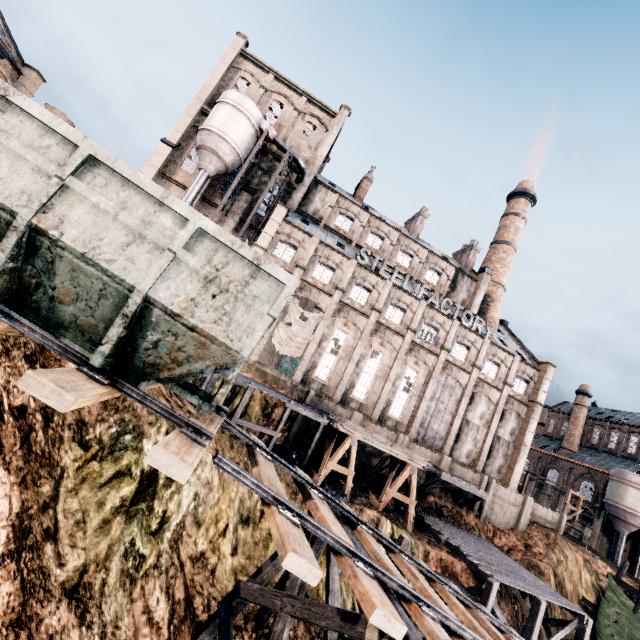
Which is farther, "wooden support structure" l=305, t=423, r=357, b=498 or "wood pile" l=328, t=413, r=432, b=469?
"wood pile" l=328, t=413, r=432, b=469

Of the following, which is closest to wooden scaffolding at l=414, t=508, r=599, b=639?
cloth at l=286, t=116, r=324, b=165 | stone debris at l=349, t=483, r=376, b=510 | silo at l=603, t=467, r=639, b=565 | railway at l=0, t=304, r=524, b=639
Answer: stone debris at l=349, t=483, r=376, b=510

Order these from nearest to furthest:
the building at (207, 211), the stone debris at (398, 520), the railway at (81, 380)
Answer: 1. the railway at (81, 380)
2. the stone debris at (398, 520)
3. the building at (207, 211)

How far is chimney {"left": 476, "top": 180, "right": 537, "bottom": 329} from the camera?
45.53m

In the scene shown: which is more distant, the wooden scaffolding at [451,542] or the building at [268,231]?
the building at [268,231]

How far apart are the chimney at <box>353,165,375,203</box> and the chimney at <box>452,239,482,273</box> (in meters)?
16.84

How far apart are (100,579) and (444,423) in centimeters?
3400cm

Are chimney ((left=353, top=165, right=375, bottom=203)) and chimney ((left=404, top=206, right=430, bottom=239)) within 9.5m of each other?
yes
